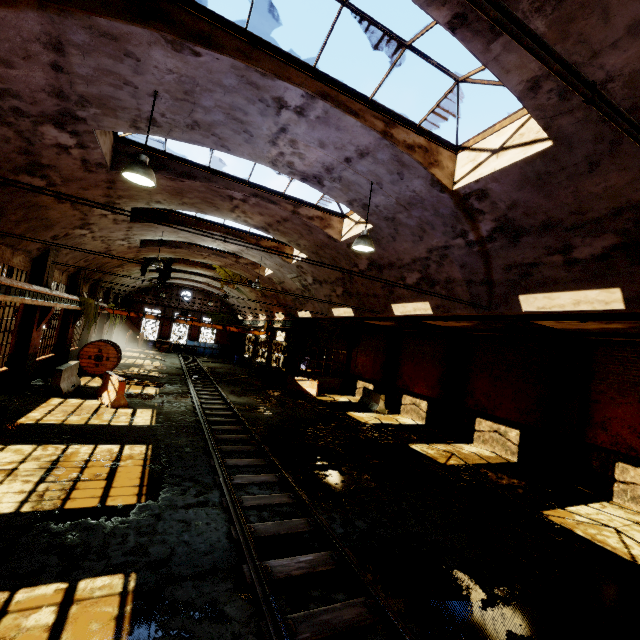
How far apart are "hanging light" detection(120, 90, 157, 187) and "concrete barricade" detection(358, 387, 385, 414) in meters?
15.6

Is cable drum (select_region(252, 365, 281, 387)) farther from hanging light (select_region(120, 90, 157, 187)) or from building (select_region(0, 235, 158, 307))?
hanging light (select_region(120, 90, 157, 187))

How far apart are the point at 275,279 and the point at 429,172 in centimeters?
1407cm

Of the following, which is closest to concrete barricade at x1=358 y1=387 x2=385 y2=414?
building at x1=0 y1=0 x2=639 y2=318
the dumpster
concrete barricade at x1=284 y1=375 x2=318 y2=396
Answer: concrete barricade at x1=284 y1=375 x2=318 y2=396

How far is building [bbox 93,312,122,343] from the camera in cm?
2523

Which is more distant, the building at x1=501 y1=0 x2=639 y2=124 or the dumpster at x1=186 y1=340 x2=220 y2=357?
the dumpster at x1=186 y1=340 x2=220 y2=357

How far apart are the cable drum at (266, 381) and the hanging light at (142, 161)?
17.2 meters

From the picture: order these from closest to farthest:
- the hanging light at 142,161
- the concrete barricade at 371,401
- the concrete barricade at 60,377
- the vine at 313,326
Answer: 1. the hanging light at 142,161
2. the concrete barricade at 60,377
3. the concrete barricade at 371,401
4. the vine at 313,326
